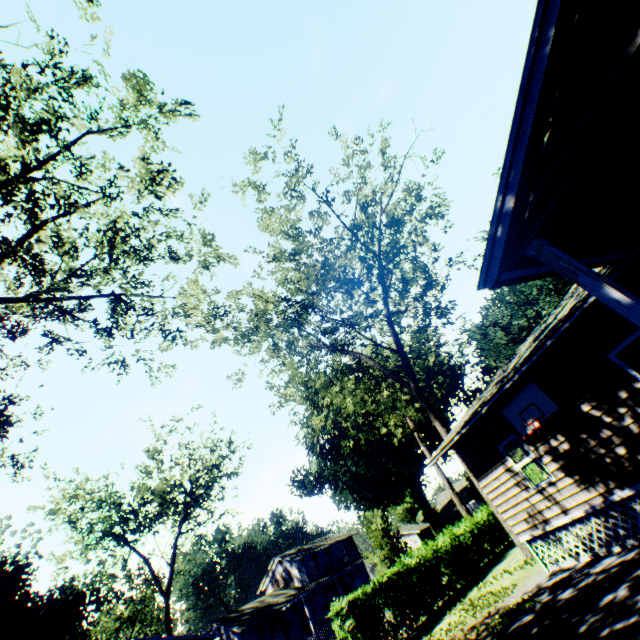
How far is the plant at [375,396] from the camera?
18.8m

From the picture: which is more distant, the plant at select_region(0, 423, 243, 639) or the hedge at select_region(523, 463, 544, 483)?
the plant at select_region(0, 423, 243, 639)

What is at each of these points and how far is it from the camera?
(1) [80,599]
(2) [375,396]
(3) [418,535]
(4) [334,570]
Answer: (1) plant, 34.9m
(2) plant, 18.8m
(3) house, 55.0m
(4) house, 42.8m

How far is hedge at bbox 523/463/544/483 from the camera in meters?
23.6

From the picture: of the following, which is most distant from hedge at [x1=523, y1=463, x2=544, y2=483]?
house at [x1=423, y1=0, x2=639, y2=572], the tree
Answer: the tree

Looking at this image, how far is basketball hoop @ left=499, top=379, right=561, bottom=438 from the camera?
9.22m

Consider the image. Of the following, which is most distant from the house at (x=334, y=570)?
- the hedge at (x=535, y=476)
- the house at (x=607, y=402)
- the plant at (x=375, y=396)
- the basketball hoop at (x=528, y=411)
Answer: the basketball hoop at (x=528, y=411)

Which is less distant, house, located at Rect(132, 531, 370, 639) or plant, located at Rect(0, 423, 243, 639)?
plant, located at Rect(0, 423, 243, 639)
